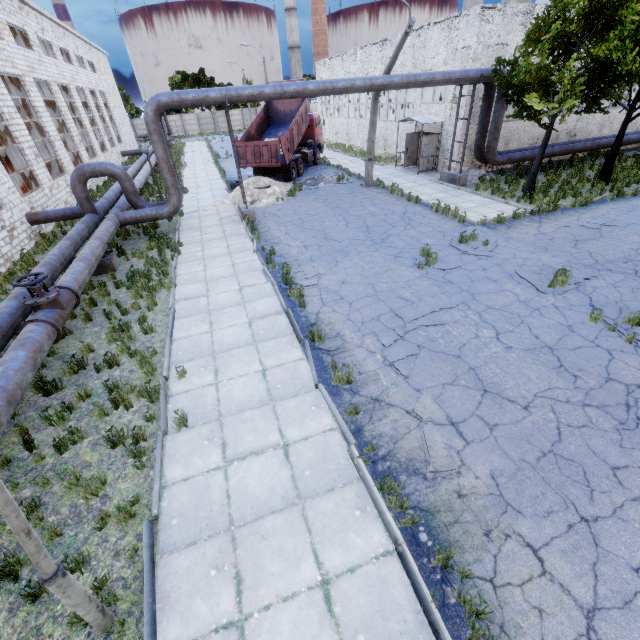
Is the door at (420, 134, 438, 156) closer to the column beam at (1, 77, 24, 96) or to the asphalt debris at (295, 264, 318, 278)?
the asphalt debris at (295, 264, 318, 278)

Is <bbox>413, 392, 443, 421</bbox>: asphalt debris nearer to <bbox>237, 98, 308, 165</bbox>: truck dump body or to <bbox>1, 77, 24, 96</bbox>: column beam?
<bbox>237, 98, 308, 165</bbox>: truck dump body

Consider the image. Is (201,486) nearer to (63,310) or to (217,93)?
(63,310)

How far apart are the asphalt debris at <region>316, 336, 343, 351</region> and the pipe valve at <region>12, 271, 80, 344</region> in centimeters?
550cm

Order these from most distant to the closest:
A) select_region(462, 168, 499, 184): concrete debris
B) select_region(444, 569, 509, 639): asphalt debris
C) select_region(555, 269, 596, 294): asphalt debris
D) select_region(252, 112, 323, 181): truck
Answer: select_region(252, 112, 323, 181): truck, select_region(462, 168, 499, 184): concrete debris, select_region(555, 269, 596, 294): asphalt debris, select_region(444, 569, 509, 639): asphalt debris

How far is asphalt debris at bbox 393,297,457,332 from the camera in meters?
7.9 m

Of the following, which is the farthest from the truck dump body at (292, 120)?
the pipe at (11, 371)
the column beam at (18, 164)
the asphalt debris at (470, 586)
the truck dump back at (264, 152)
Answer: the asphalt debris at (470, 586)

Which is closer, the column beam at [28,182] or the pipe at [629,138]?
the column beam at [28,182]
